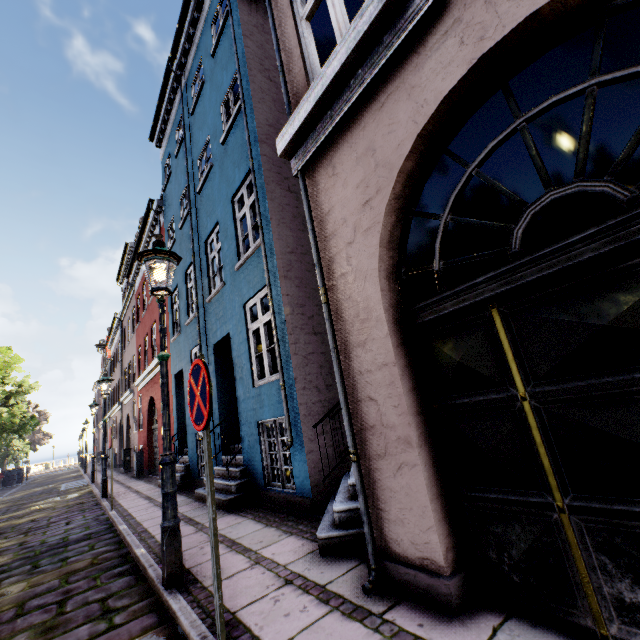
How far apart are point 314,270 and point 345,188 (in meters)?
3.13

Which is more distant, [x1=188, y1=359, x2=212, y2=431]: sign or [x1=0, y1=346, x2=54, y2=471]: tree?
[x1=0, y1=346, x2=54, y2=471]: tree

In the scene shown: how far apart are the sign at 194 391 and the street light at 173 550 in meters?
1.2

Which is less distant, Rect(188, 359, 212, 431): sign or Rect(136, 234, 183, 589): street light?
Rect(188, 359, 212, 431): sign

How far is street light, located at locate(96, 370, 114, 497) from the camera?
9.96m

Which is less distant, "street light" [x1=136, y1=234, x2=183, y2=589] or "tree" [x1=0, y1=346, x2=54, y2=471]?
"street light" [x1=136, y1=234, x2=183, y2=589]

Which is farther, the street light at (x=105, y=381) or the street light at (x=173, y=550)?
the street light at (x=105, y=381)

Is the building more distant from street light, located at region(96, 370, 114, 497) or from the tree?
the tree
